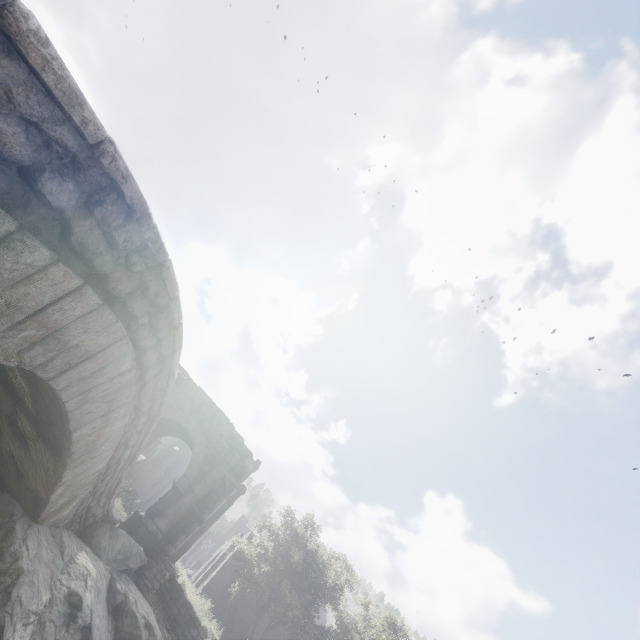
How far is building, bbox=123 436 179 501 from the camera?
28.43m

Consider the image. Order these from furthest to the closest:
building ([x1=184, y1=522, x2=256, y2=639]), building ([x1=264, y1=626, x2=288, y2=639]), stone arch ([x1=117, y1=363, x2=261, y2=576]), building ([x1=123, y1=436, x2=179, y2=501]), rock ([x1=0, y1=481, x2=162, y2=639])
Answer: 1. building ([x1=123, y1=436, x2=179, y2=501])
2. building ([x1=264, y1=626, x2=288, y2=639])
3. building ([x1=184, y1=522, x2=256, y2=639])
4. stone arch ([x1=117, y1=363, x2=261, y2=576])
5. rock ([x1=0, y1=481, x2=162, y2=639])

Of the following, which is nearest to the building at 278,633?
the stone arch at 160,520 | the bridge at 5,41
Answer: the stone arch at 160,520

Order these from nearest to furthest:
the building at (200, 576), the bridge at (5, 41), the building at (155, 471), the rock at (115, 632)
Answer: the bridge at (5, 41) → the rock at (115, 632) → the building at (200, 576) → the building at (155, 471)

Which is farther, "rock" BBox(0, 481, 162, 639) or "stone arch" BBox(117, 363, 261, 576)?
"stone arch" BBox(117, 363, 261, 576)

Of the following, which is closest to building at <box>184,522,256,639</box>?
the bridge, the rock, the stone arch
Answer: the stone arch

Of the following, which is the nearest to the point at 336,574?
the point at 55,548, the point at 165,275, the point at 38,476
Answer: the point at 55,548

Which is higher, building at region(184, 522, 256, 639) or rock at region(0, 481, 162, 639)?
building at region(184, 522, 256, 639)
